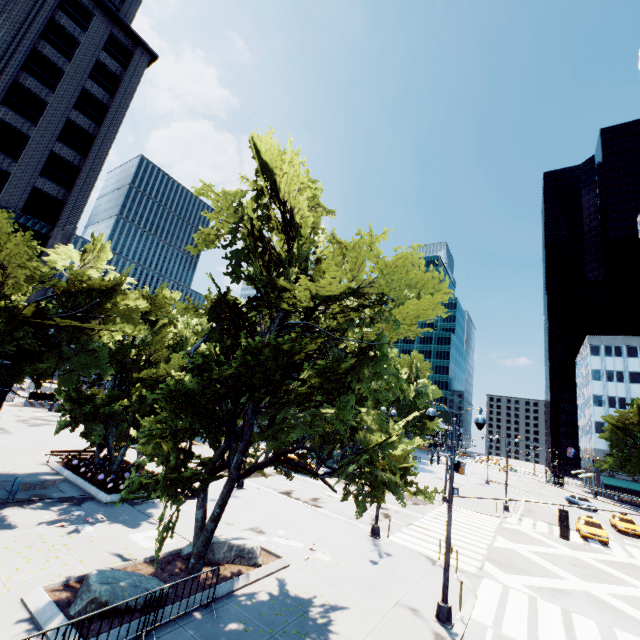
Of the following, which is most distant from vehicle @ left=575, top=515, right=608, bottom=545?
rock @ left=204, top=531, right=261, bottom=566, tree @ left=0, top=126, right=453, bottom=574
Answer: rock @ left=204, top=531, right=261, bottom=566

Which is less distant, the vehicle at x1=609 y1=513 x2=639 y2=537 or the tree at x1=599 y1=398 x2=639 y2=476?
the vehicle at x1=609 y1=513 x2=639 y2=537

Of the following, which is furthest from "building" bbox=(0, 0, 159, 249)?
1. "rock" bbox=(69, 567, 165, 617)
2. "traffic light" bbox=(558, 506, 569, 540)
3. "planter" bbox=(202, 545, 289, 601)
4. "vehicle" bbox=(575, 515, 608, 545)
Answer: "vehicle" bbox=(575, 515, 608, 545)

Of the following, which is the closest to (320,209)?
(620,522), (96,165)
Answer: (96,165)

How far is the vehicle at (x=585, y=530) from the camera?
26.17m

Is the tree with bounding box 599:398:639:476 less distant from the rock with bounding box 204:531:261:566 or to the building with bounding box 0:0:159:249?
the rock with bounding box 204:531:261:566

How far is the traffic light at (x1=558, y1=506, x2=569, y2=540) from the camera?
10.2m

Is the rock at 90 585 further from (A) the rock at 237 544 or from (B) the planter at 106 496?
(B) the planter at 106 496
